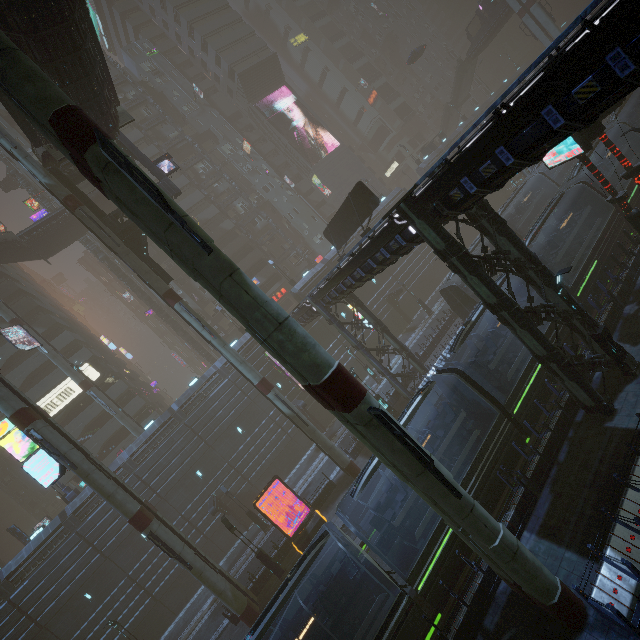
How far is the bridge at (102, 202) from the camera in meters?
38.2

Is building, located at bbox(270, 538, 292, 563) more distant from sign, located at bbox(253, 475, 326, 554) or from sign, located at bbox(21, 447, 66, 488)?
sign, located at bbox(253, 475, 326, 554)

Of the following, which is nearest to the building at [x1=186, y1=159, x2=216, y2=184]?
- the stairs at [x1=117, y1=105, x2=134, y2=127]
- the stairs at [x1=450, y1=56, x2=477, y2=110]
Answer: the stairs at [x1=117, y1=105, x2=134, y2=127]

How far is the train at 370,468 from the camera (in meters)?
13.08

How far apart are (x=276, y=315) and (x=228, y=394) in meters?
28.4

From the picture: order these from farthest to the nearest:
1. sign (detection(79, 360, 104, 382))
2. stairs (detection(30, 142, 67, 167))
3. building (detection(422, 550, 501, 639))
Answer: sign (detection(79, 360, 104, 382)), stairs (detection(30, 142, 67, 167)), building (detection(422, 550, 501, 639))

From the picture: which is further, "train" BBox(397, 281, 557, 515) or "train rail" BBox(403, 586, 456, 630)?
"train" BBox(397, 281, 557, 515)

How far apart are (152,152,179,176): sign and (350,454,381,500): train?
24.6 meters
